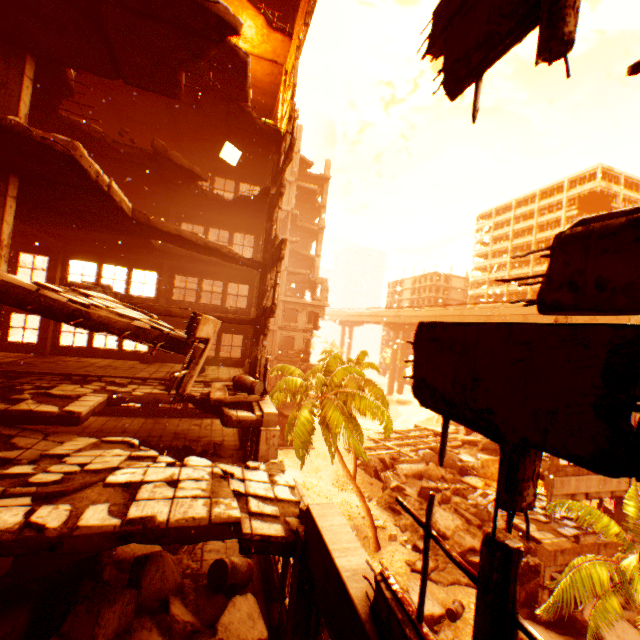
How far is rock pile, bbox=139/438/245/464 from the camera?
11.2m

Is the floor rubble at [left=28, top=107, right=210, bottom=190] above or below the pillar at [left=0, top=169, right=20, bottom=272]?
above

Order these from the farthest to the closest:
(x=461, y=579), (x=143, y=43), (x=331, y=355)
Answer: (x=331, y=355) → (x=461, y=579) → (x=143, y=43)

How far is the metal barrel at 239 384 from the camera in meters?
10.4 m

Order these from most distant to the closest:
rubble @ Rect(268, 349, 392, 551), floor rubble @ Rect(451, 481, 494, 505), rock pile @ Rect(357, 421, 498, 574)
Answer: floor rubble @ Rect(451, 481, 494, 505) < rock pile @ Rect(357, 421, 498, 574) < rubble @ Rect(268, 349, 392, 551)

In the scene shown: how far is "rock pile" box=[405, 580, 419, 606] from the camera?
14.1 meters

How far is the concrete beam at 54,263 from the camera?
12.4 meters

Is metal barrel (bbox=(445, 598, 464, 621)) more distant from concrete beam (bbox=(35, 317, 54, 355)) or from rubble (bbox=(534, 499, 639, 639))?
concrete beam (bbox=(35, 317, 54, 355))
